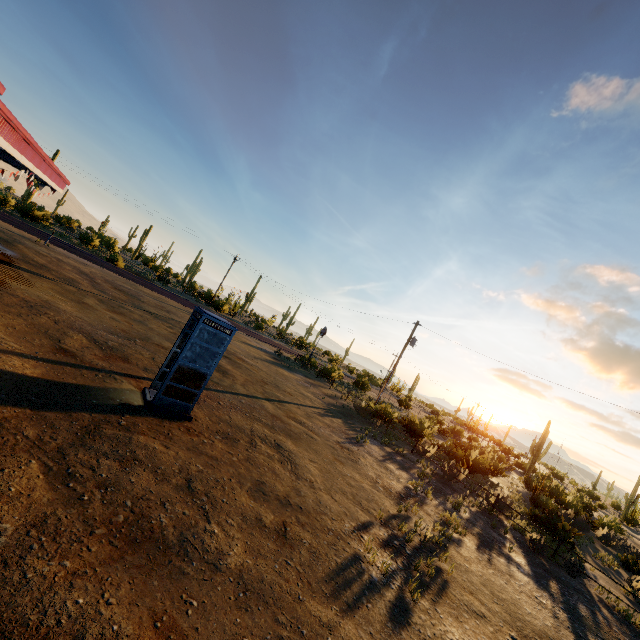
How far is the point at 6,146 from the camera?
8.8m

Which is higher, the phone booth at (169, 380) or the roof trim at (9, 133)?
the roof trim at (9, 133)

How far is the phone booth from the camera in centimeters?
797cm

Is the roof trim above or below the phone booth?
above

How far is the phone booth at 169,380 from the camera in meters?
8.0
